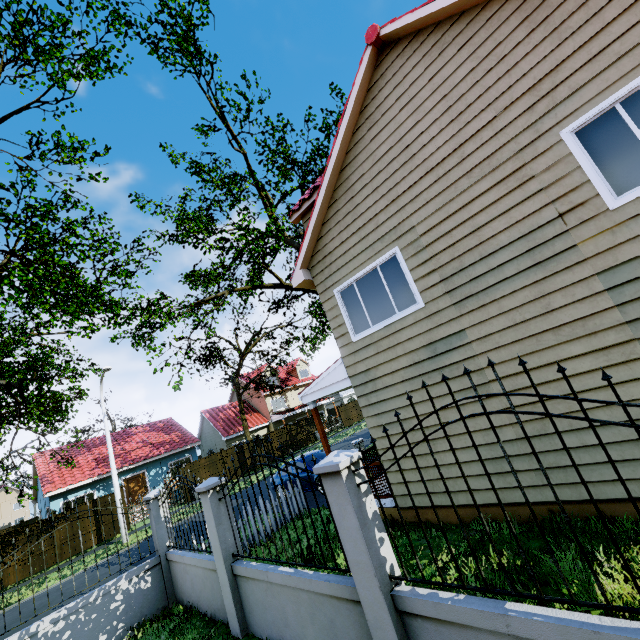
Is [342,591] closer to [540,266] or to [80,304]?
[540,266]

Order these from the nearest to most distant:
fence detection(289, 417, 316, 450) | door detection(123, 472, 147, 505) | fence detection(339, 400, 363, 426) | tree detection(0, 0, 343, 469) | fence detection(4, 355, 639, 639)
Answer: fence detection(4, 355, 639, 639) < tree detection(0, 0, 343, 469) < door detection(123, 472, 147, 505) < fence detection(289, 417, 316, 450) < fence detection(339, 400, 363, 426)

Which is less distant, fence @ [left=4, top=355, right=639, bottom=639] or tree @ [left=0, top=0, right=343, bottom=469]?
fence @ [left=4, top=355, right=639, bottom=639]

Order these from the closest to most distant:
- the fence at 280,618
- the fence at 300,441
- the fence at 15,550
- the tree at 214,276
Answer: the fence at 280,618 < the fence at 15,550 < the tree at 214,276 < the fence at 300,441

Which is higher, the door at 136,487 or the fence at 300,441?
the door at 136,487

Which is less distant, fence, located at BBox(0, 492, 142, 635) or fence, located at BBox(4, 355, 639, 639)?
fence, located at BBox(4, 355, 639, 639)

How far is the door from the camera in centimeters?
2406cm

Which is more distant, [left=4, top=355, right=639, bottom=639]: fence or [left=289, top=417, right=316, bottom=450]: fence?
[left=289, top=417, right=316, bottom=450]: fence
